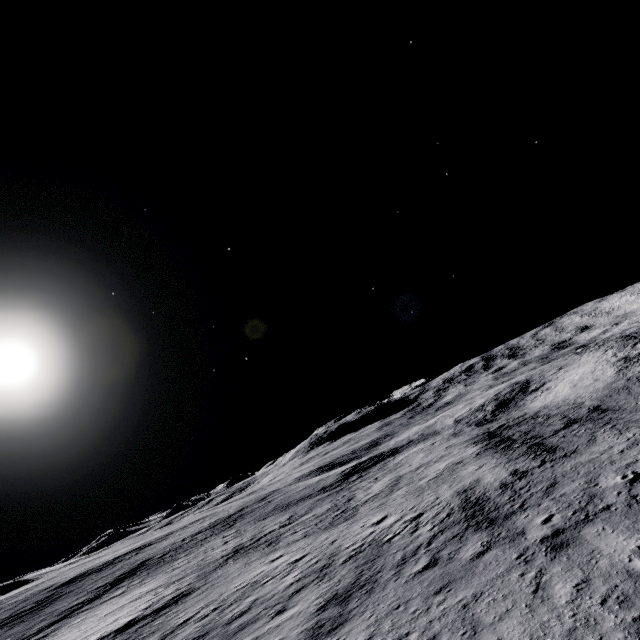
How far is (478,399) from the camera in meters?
59.2 m
